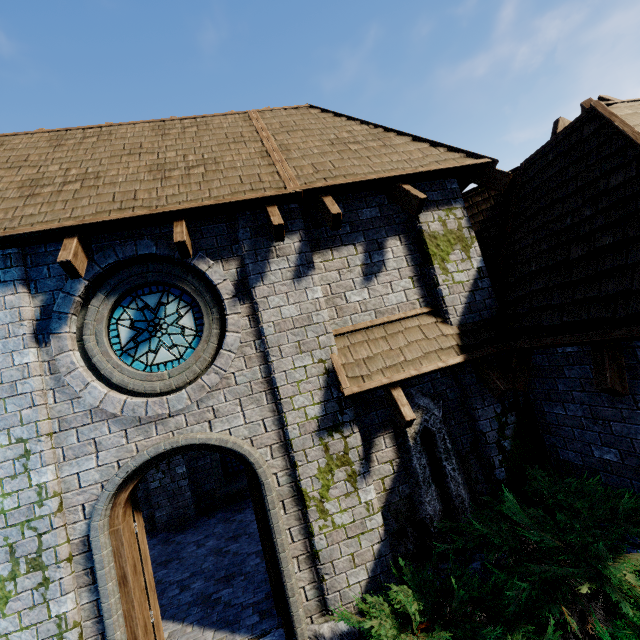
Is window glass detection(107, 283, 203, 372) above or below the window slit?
above

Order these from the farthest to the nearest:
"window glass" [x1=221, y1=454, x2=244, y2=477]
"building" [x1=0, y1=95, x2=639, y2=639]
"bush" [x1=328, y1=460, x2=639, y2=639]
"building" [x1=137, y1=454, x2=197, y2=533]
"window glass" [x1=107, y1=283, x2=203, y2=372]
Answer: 1. "window glass" [x1=221, y1=454, x2=244, y2=477]
2. "building" [x1=137, y1=454, x2=197, y2=533]
3. "window glass" [x1=107, y1=283, x2=203, y2=372]
4. "building" [x1=0, y1=95, x2=639, y2=639]
5. "bush" [x1=328, y1=460, x2=639, y2=639]

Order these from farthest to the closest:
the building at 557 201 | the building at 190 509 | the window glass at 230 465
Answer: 1. the window glass at 230 465
2. the building at 190 509
3. the building at 557 201

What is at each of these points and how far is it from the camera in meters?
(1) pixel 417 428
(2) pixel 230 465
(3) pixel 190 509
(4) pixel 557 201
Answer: (1) window slit, 4.9 m
(2) window glass, 9.9 m
(3) building, 8.9 m
(4) building, 4.9 m

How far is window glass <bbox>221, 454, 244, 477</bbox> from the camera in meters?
9.9 m

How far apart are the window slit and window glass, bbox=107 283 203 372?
3.0m

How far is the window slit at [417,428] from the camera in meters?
4.7

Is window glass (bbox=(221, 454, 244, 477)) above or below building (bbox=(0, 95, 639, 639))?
below
